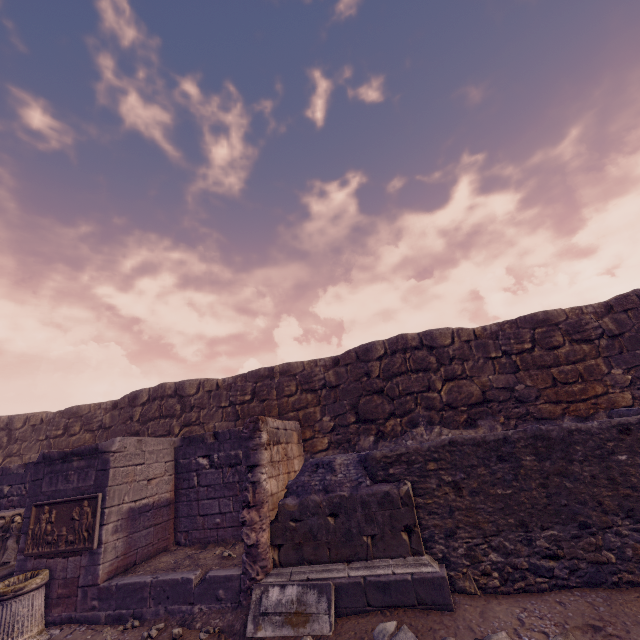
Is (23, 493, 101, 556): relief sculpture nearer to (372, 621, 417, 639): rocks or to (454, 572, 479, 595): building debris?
(454, 572, 479, 595): building debris

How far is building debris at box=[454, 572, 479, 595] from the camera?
4.27m

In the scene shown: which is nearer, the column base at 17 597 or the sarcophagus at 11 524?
the column base at 17 597

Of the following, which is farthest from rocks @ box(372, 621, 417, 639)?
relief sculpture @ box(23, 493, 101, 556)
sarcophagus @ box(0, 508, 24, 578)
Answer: A: sarcophagus @ box(0, 508, 24, 578)

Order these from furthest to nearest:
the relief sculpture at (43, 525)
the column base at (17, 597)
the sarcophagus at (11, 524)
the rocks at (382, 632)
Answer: the sarcophagus at (11, 524), the relief sculpture at (43, 525), the column base at (17, 597), the rocks at (382, 632)

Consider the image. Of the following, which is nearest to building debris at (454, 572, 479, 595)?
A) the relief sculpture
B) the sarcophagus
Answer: the relief sculpture

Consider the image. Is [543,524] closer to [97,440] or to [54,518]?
[54,518]

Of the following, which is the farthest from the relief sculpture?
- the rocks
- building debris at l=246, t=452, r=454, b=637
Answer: the rocks
